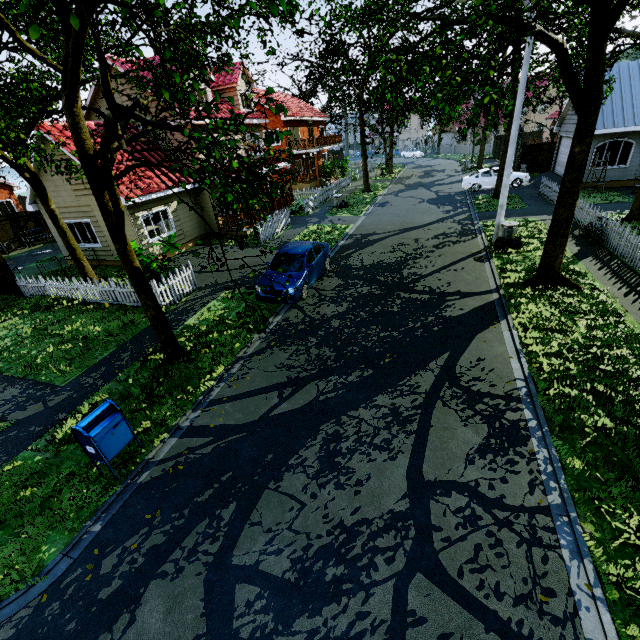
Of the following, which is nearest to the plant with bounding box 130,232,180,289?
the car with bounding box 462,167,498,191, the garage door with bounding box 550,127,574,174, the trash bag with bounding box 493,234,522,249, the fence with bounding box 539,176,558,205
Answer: the trash bag with bounding box 493,234,522,249

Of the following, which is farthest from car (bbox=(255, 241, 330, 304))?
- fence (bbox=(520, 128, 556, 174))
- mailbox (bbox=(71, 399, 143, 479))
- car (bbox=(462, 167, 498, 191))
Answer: fence (bbox=(520, 128, 556, 174))

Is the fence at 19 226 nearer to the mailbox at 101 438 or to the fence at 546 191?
the fence at 546 191

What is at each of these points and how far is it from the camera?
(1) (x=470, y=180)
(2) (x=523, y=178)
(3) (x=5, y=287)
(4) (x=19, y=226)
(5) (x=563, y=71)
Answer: (1) car, 24.6m
(2) car, 23.5m
(3) fence, 14.3m
(4) fence, 23.8m
(5) tree, 8.2m

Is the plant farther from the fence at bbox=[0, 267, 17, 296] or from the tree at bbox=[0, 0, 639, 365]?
the tree at bbox=[0, 0, 639, 365]

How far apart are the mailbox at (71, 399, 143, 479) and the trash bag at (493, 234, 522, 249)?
14.2m

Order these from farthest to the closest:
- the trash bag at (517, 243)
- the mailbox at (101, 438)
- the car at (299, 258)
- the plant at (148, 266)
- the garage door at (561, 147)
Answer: the garage door at (561, 147)
the trash bag at (517, 243)
the plant at (148, 266)
the car at (299, 258)
the mailbox at (101, 438)

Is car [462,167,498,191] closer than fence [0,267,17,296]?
No
